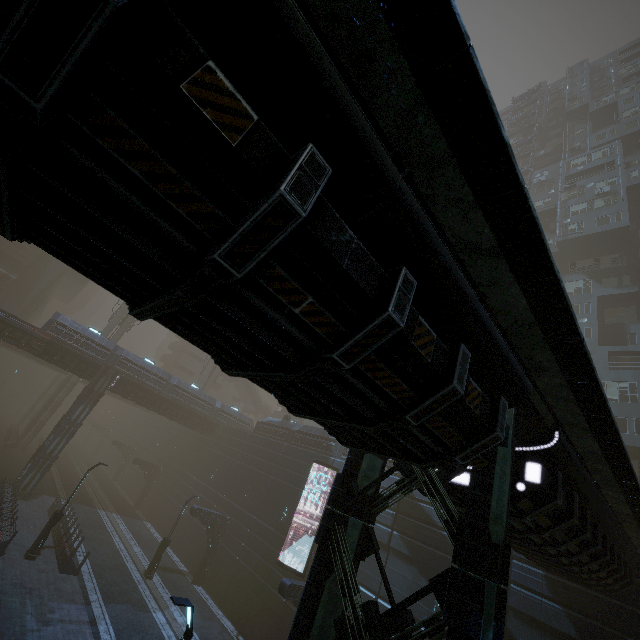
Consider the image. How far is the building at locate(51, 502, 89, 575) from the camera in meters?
19.0 m

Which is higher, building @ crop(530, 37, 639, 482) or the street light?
building @ crop(530, 37, 639, 482)

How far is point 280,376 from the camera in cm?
345

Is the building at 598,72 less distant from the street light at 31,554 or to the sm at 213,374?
the street light at 31,554

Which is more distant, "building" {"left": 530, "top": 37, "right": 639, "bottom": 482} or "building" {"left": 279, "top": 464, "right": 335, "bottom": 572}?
"building" {"left": 530, "top": 37, "right": 639, "bottom": 482}

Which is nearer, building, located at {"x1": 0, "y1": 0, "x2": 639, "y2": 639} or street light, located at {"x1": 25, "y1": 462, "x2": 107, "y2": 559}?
building, located at {"x1": 0, "y1": 0, "x2": 639, "y2": 639}

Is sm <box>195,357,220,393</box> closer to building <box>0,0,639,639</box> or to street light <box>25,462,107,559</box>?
building <box>0,0,639,639</box>
